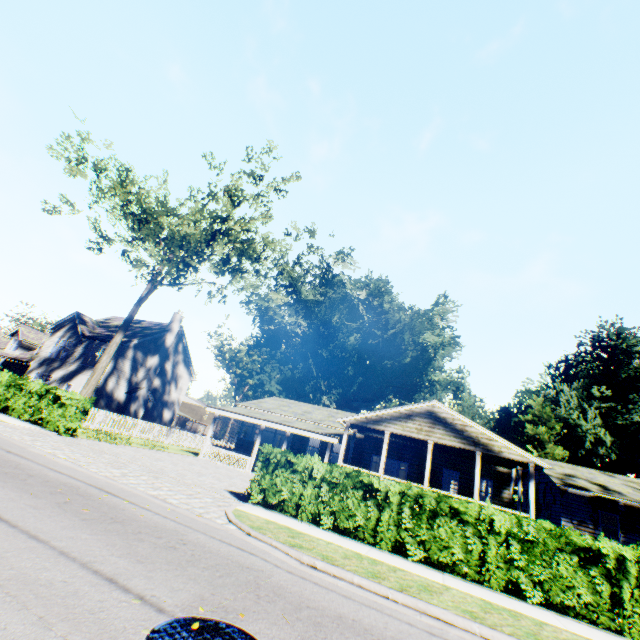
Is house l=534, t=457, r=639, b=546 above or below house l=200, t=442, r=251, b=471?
above

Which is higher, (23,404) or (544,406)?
(544,406)

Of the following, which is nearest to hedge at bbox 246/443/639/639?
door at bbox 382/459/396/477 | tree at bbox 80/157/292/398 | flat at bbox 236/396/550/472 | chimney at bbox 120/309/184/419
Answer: flat at bbox 236/396/550/472

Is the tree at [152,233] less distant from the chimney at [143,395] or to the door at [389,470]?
the chimney at [143,395]

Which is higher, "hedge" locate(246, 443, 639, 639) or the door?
the door

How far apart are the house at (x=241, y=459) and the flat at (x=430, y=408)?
3.25m

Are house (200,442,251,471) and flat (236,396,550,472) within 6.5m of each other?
yes

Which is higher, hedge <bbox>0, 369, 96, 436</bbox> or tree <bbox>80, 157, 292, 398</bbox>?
tree <bbox>80, 157, 292, 398</bbox>
